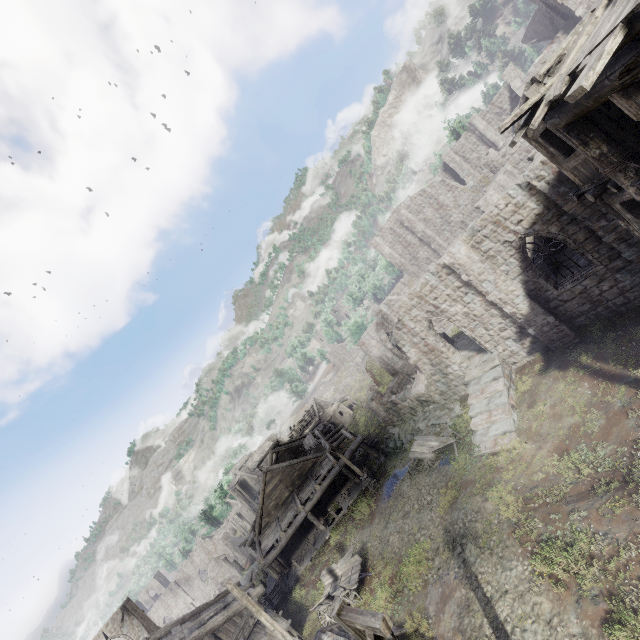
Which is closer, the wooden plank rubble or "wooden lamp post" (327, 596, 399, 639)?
"wooden lamp post" (327, 596, 399, 639)

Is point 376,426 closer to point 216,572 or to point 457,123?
point 457,123

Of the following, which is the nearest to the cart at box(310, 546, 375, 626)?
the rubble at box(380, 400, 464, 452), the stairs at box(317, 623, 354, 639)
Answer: the stairs at box(317, 623, 354, 639)

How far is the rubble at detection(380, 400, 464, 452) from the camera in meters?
21.2 m

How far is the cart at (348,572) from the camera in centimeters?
1587cm

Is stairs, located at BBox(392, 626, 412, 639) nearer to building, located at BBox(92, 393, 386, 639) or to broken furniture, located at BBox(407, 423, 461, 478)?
building, located at BBox(92, 393, 386, 639)

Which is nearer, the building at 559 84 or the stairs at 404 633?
the building at 559 84

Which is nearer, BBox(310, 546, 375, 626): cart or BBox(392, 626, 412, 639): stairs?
BBox(392, 626, 412, 639): stairs
